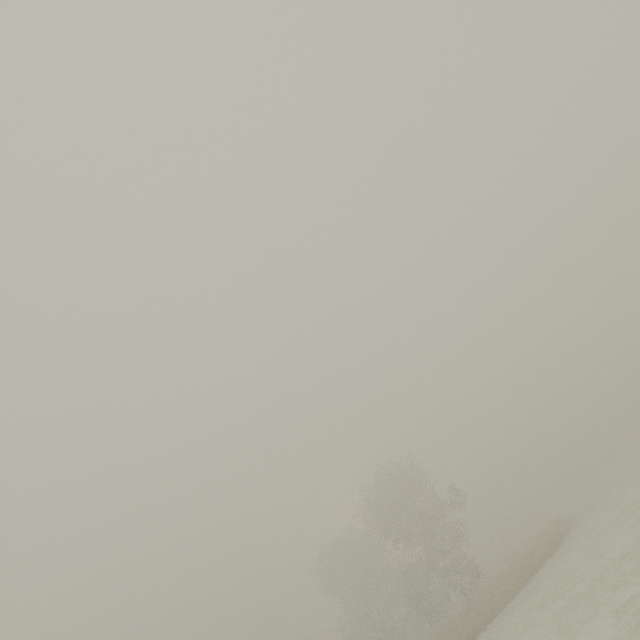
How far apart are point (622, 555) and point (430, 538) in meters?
22.3 m
